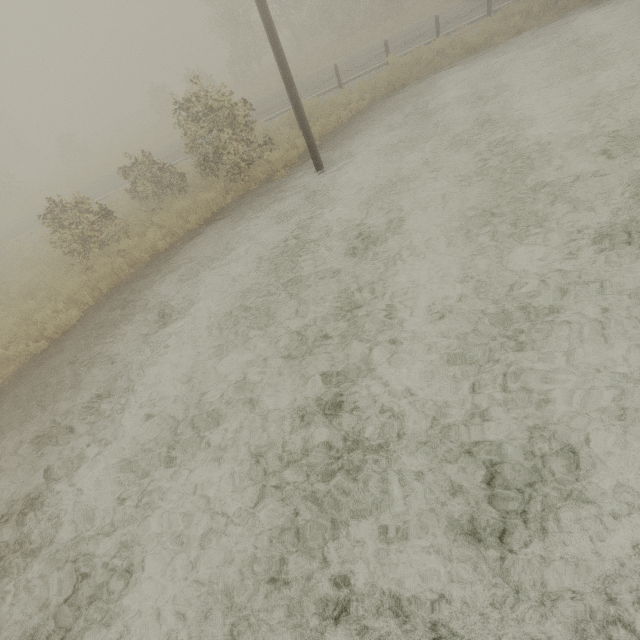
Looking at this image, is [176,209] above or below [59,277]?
below
